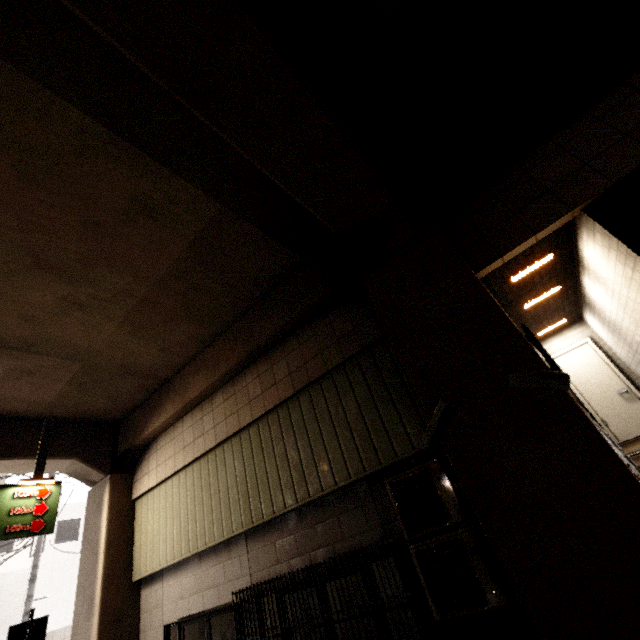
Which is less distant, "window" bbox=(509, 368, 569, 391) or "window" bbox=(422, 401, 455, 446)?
"window" bbox=(509, 368, 569, 391)

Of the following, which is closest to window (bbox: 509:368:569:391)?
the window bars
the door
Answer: the door

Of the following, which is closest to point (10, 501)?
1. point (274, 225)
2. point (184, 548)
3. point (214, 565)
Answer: point (184, 548)

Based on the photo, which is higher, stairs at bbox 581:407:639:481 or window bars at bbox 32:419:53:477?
window bars at bbox 32:419:53:477

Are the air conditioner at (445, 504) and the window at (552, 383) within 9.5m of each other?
yes

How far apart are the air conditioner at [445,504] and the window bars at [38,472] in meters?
8.2

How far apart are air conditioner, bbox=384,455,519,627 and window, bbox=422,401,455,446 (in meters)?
0.84

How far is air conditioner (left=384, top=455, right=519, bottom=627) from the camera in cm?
351
